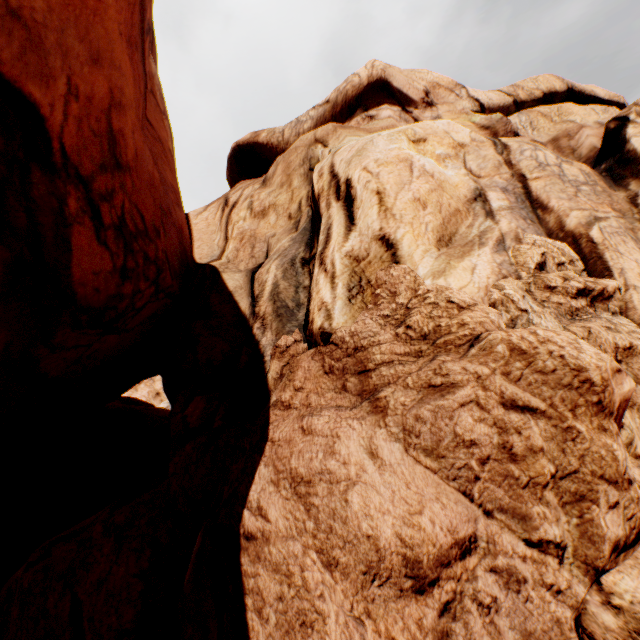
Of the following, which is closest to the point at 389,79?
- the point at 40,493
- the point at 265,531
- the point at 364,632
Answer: the point at 265,531
